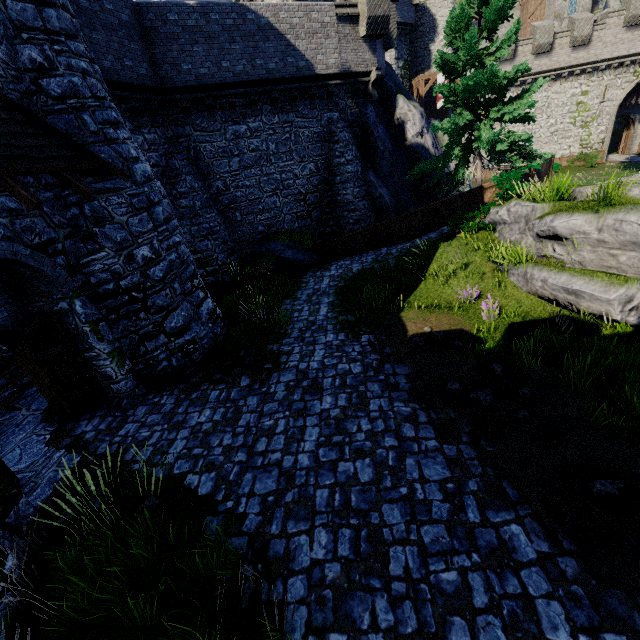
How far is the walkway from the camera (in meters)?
29.59

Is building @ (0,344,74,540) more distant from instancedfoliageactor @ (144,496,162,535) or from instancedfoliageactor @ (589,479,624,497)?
instancedfoliageactor @ (589,479,624,497)

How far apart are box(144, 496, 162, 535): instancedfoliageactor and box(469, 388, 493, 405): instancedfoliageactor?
5.89m

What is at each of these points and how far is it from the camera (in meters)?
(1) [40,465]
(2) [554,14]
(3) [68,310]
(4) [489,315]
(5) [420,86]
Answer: (1) building, 6.61
(2) building, 56.25
(3) building, 6.89
(4) instancedfoliageactor, 8.59
(5) walkway, 30.02

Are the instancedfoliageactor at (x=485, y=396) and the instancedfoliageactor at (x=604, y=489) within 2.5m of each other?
yes

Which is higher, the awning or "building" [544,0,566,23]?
"building" [544,0,566,23]

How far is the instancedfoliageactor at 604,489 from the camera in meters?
4.3

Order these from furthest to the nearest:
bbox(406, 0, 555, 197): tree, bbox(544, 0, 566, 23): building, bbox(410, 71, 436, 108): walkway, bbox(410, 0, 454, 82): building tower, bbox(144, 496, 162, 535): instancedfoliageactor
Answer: bbox(544, 0, 566, 23): building < bbox(410, 0, 454, 82): building tower < bbox(410, 71, 436, 108): walkway < bbox(406, 0, 555, 197): tree < bbox(144, 496, 162, 535): instancedfoliageactor
